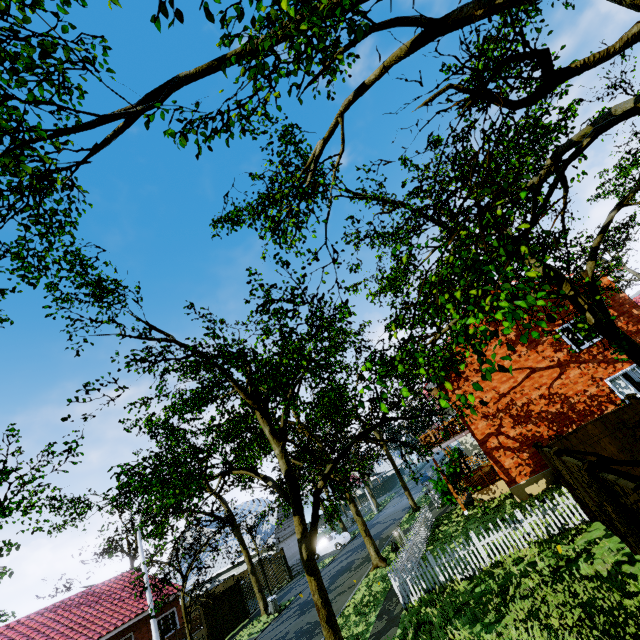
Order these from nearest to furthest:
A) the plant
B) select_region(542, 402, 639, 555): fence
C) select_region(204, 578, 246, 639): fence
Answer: select_region(542, 402, 639, 555): fence, the plant, select_region(204, 578, 246, 639): fence

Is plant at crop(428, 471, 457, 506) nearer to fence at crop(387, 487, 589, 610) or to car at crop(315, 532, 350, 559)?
fence at crop(387, 487, 589, 610)

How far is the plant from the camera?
20.0 meters

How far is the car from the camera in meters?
31.9

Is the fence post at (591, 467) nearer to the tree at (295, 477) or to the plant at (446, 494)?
the tree at (295, 477)

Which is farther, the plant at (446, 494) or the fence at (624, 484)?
the plant at (446, 494)

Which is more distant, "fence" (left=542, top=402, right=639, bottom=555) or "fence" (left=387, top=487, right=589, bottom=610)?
"fence" (left=387, top=487, right=589, bottom=610)

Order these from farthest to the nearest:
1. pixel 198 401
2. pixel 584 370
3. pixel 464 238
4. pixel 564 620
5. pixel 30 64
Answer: pixel 584 370
pixel 464 238
pixel 198 401
pixel 564 620
pixel 30 64
